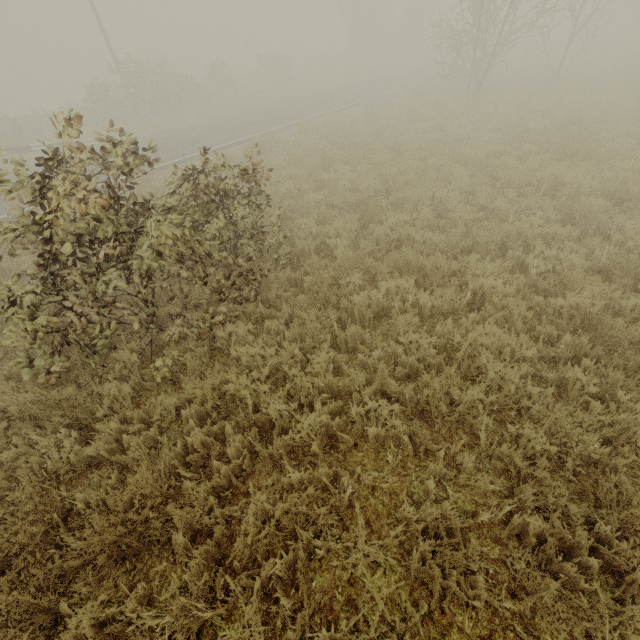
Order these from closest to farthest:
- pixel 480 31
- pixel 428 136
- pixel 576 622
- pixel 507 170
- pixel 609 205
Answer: pixel 576 622, pixel 609 205, pixel 507 170, pixel 428 136, pixel 480 31
